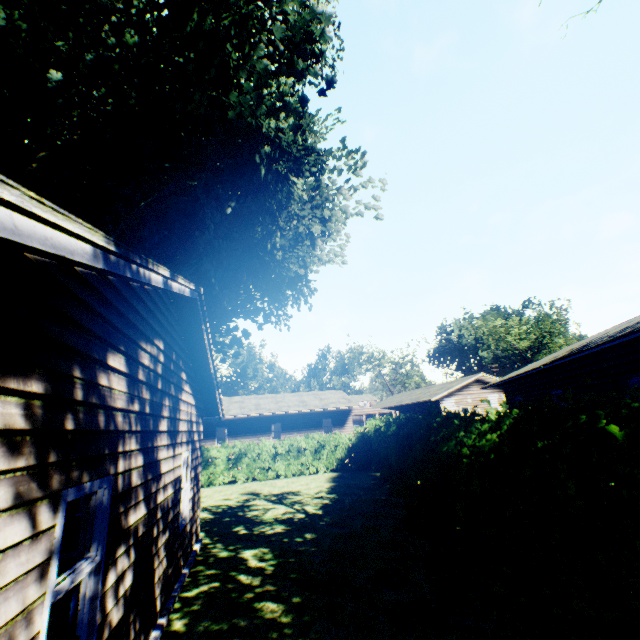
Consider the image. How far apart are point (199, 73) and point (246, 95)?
1.5m

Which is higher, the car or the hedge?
the car

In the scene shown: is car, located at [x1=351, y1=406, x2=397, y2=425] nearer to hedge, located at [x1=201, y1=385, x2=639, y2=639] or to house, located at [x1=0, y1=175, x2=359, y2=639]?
hedge, located at [x1=201, y1=385, x2=639, y2=639]

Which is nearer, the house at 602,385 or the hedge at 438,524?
the hedge at 438,524

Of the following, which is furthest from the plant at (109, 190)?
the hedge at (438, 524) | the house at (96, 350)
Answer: the hedge at (438, 524)

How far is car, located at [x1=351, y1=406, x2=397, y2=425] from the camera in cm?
3275

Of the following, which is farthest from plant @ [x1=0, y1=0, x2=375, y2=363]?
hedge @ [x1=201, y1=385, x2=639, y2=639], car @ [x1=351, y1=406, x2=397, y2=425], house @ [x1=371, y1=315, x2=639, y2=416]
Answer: car @ [x1=351, y1=406, x2=397, y2=425]

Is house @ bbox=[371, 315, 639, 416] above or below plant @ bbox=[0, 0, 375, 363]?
below
